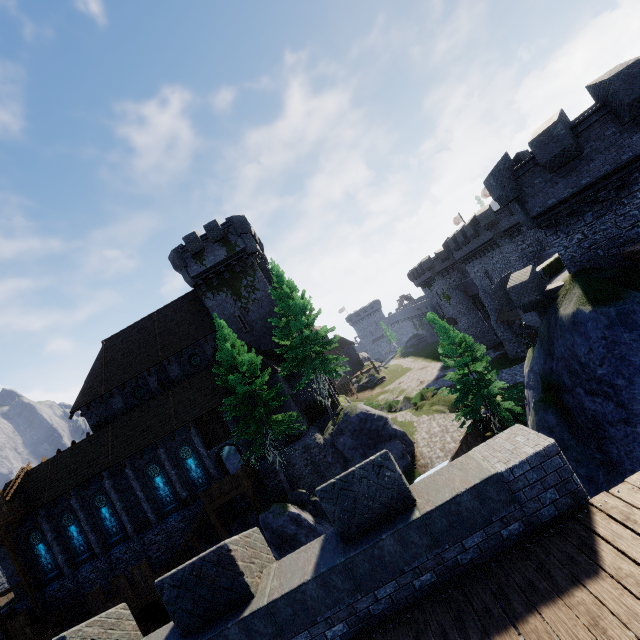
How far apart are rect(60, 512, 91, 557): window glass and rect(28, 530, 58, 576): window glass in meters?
1.5

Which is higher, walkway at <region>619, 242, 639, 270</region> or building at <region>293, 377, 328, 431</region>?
walkway at <region>619, 242, 639, 270</region>

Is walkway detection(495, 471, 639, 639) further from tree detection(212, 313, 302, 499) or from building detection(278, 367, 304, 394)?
building detection(278, 367, 304, 394)

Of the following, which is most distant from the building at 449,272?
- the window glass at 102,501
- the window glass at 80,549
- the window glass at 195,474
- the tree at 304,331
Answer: the window glass at 80,549

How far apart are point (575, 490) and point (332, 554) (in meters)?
3.83

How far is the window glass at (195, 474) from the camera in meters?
26.0 m

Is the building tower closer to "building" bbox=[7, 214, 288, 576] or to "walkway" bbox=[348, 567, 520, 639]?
"walkway" bbox=[348, 567, 520, 639]

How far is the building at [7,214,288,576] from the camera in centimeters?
2572cm
